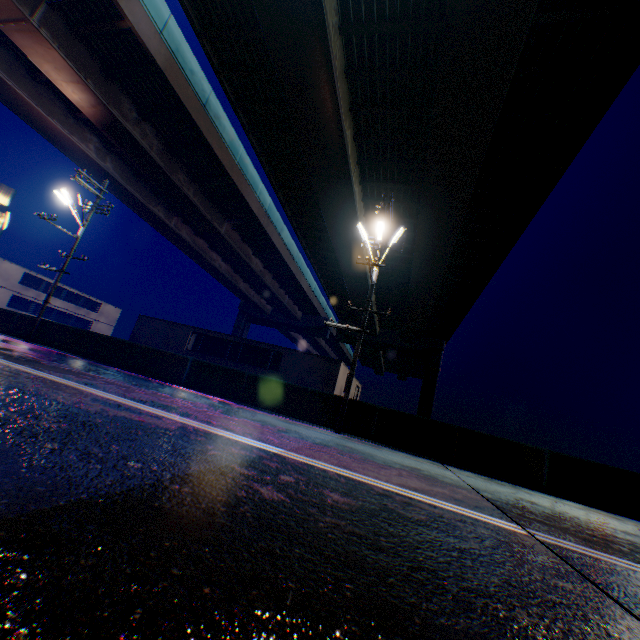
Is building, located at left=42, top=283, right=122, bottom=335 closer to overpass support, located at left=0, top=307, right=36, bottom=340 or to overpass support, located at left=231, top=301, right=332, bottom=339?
overpass support, located at left=0, top=307, right=36, bottom=340

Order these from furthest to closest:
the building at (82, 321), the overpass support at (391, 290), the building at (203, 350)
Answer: the building at (82, 321), the building at (203, 350), the overpass support at (391, 290)

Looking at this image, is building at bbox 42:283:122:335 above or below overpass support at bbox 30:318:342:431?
above

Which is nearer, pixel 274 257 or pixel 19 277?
pixel 274 257

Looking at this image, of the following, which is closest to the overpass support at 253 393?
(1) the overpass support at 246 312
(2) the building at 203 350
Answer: (1) the overpass support at 246 312

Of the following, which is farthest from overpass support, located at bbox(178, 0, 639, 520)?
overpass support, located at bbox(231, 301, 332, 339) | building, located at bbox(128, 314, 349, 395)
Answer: building, located at bbox(128, 314, 349, 395)

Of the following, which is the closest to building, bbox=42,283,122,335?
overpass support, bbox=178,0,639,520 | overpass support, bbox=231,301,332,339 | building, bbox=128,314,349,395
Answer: building, bbox=128,314,349,395

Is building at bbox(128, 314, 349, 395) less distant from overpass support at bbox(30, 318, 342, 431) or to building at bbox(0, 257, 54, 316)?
building at bbox(0, 257, 54, 316)
